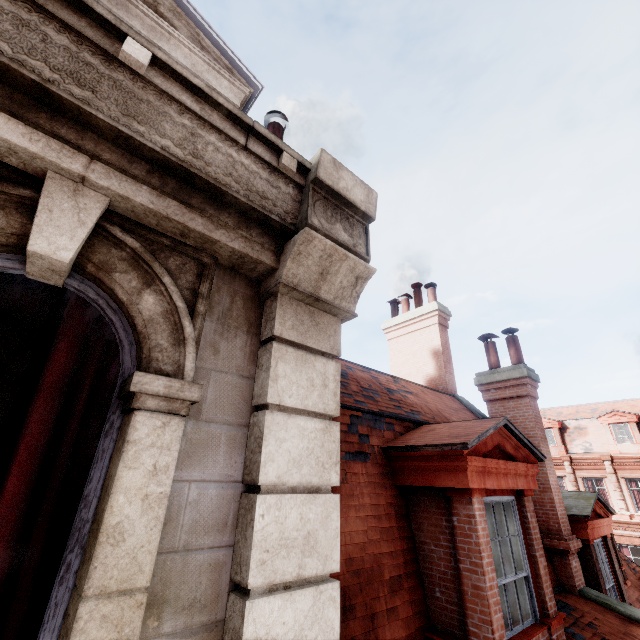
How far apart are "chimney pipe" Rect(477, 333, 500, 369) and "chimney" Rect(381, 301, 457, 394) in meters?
1.1

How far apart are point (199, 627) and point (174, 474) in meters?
0.6 m

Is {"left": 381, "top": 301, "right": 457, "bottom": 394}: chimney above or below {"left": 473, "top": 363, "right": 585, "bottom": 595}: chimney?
above

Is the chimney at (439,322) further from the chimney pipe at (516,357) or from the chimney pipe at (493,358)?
the chimney pipe at (516,357)

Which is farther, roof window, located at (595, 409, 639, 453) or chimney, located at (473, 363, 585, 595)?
roof window, located at (595, 409, 639, 453)

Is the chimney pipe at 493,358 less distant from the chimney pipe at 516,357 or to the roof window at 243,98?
the chimney pipe at 516,357

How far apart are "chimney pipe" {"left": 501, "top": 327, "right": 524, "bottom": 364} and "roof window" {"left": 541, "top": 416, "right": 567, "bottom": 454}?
25.47m

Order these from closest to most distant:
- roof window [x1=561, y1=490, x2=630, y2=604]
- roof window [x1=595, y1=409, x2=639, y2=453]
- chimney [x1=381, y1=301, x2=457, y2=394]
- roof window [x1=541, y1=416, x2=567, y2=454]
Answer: roof window [x1=561, y1=490, x2=630, y2=604] < chimney [x1=381, y1=301, x2=457, y2=394] < roof window [x1=595, y1=409, x2=639, y2=453] < roof window [x1=541, y1=416, x2=567, y2=454]
